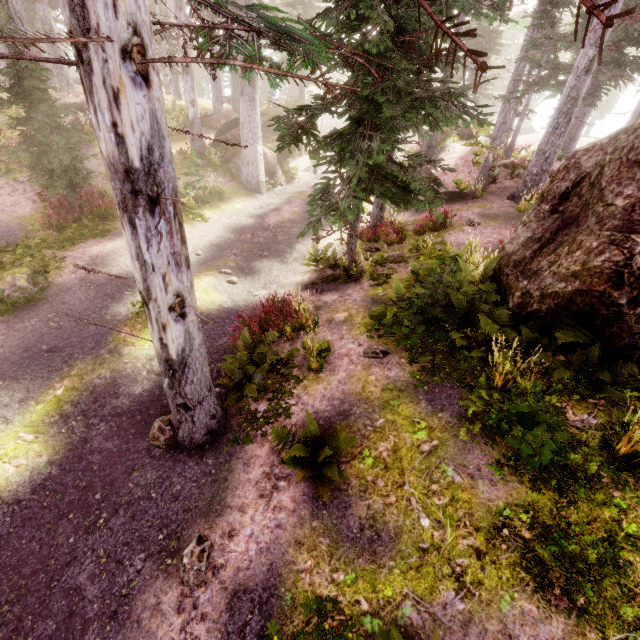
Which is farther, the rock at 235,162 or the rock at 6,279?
the rock at 235,162

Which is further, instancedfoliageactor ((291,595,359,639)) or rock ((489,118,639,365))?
rock ((489,118,639,365))

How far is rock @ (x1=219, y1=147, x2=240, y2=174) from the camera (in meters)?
19.55

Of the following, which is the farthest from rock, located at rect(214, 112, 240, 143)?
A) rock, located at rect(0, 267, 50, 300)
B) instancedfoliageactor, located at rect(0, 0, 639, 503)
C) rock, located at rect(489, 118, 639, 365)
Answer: rock, located at rect(489, 118, 639, 365)

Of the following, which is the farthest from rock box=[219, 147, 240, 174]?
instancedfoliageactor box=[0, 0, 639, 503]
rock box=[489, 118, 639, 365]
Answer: rock box=[489, 118, 639, 365]

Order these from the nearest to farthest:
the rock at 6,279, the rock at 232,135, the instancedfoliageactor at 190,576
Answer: the instancedfoliageactor at 190,576, the rock at 6,279, the rock at 232,135

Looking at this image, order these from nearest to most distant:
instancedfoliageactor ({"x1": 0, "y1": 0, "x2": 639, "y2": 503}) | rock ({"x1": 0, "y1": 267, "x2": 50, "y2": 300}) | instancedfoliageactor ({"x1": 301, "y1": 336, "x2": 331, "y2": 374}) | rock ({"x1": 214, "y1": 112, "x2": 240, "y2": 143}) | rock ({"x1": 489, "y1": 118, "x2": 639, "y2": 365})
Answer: instancedfoliageactor ({"x1": 0, "y1": 0, "x2": 639, "y2": 503})
rock ({"x1": 489, "y1": 118, "x2": 639, "y2": 365})
instancedfoliageactor ({"x1": 301, "y1": 336, "x2": 331, "y2": 374})
rock ({"x1": 0, "y1": 267, "x2": 50, "y2": 300})
rock ({"x1": 214, "y1": 112, "x2": 240, "y2": 143})

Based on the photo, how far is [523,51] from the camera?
20.84m
